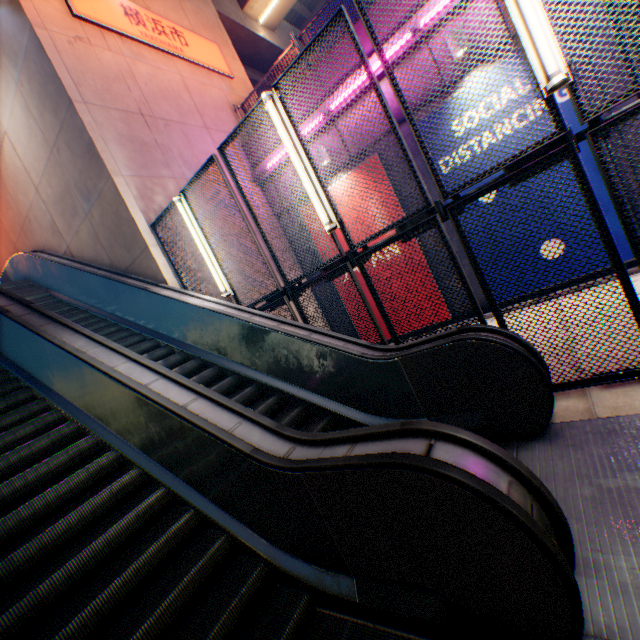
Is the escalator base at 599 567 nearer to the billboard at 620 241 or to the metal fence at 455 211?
the metal fence at 455 211

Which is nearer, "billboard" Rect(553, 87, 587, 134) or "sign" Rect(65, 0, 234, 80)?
"billboard" Rect(553, 87, 587, 134)

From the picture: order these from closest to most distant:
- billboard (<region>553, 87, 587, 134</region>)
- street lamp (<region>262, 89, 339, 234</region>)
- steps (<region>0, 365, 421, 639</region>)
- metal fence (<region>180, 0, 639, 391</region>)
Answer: steps (<region>0, 365, 421, 639</region>)
metal fence (<region>180, 0, 639, 391</region>)
street lamp (<region>262, 89, 339, 234</region>)
billboard (<region>553, 87, 587, 134</region>)

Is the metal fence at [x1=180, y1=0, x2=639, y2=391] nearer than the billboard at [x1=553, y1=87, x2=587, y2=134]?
Yes

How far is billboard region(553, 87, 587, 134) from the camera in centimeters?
558cm

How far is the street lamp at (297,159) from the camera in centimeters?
413cm

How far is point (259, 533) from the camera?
2.6m

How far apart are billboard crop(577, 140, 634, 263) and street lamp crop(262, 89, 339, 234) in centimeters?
392cm
